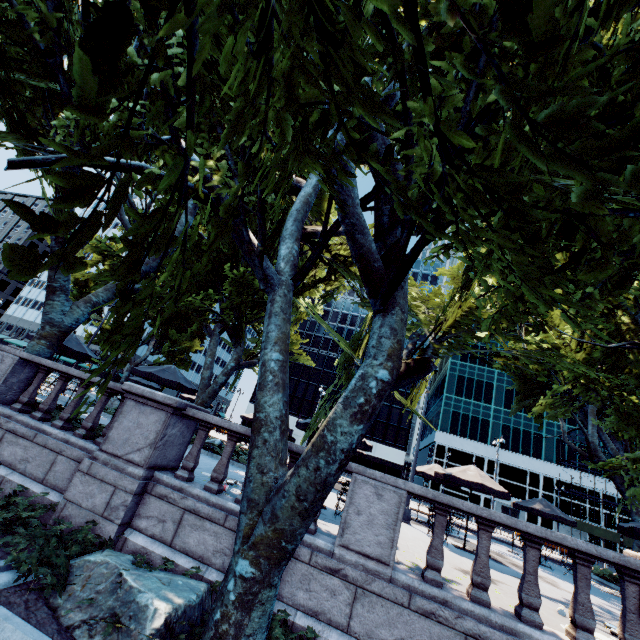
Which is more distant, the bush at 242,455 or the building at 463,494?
the building at 463,494

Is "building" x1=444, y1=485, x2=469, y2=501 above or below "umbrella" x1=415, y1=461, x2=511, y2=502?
above

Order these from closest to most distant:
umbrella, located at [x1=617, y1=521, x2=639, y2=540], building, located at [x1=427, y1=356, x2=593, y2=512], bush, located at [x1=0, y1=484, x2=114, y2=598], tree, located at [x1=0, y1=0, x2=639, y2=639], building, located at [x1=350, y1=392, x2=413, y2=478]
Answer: tree, located at [x1=0, y1=0, x2=639, y2=639] < bush, located at [x1=0, y1=484, x2=114, y2=598] < umbrella, located at [x1=617, y1=521, x2=639, y2=540] < building, located at [x1=427, y1=356, x2=593, y2=512] < building, located at [x1=350, y1=392, x2=413, y2=478]

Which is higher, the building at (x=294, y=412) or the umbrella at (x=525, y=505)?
the building at (x=294, y=412)

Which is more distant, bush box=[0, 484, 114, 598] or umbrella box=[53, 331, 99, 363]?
umbrella box=[53, 331, 99, 363]

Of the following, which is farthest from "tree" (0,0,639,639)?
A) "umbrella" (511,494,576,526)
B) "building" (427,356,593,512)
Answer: "building" (427,356,593,512)

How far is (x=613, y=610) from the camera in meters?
9.9 m

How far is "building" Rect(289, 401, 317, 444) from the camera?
57.69m
